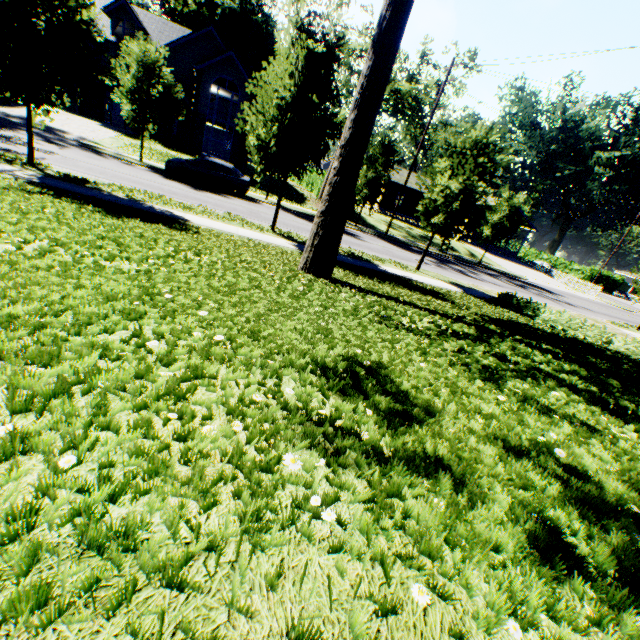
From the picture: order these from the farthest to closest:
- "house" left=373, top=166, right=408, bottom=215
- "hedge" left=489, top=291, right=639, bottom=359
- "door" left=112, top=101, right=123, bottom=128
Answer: "house" left=373, top=166, right=408, bottom=215
"door" left=112, top=101, right=123, bottom=128
"hedge" left=489, top=291, right=639, bottom=359

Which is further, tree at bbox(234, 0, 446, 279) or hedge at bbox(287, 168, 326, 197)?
hedge at bbox(287, 168, 326, 197)

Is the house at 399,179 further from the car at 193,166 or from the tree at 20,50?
the car at 193,166

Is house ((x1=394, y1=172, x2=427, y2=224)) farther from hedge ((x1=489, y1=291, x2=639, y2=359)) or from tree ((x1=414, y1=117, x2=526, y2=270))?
hedge ((x1=489, y1=291, x2=639, y2=359))

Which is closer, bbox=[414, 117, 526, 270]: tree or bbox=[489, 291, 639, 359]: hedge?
bbox=[489, 291, 639, 359]: hedge

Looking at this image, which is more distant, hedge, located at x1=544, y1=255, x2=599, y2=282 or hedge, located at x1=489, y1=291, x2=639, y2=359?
hedge, located at x1=544, y1=255, x2=599, y2=282

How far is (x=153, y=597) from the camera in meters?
1.0 m

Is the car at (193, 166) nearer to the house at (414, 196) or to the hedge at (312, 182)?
the hedge at (312, 182)
